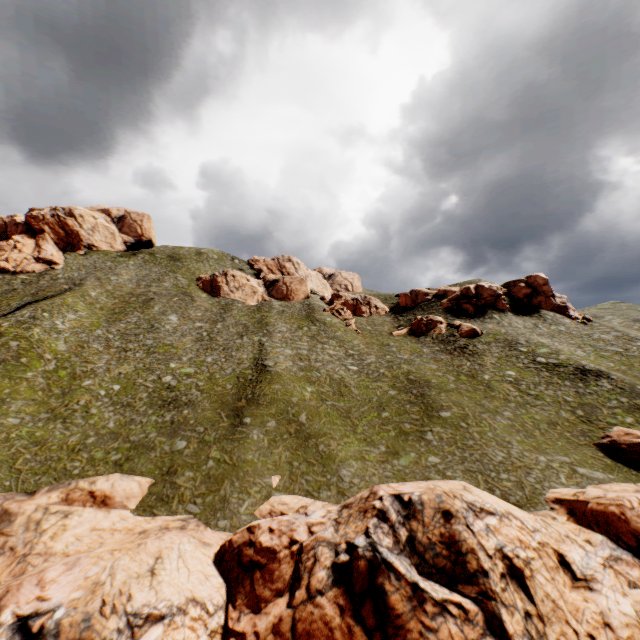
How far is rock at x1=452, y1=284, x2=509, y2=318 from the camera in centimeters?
5791cm

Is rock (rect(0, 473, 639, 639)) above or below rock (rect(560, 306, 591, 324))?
below

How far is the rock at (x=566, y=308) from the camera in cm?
5595

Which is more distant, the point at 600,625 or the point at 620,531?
the point at 620,531

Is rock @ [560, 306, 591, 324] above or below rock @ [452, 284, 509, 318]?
below

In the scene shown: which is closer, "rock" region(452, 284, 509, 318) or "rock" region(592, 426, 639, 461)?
"rock" region(592, 426, 639, 461)

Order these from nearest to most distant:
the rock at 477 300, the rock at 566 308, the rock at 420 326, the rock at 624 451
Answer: the rock at 624 451 → the rock at 420 326 → the rock at 566 308 → the rock at 477 300
